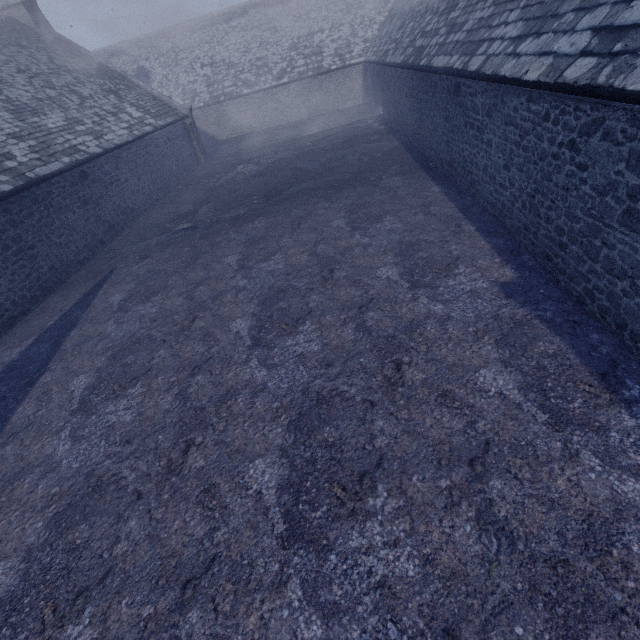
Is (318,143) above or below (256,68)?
below
